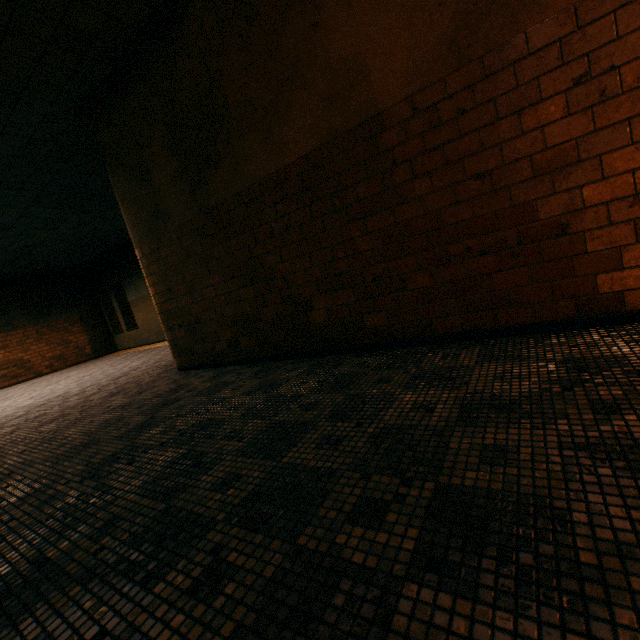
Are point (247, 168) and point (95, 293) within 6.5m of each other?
no
